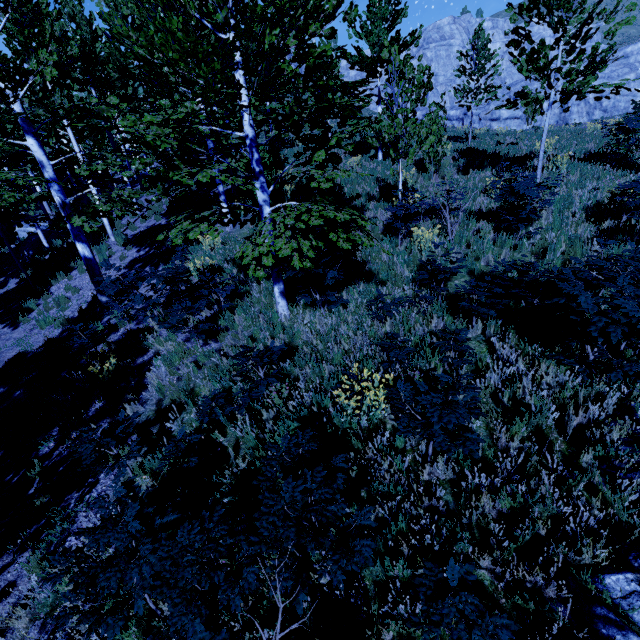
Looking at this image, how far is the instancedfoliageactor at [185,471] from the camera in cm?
423

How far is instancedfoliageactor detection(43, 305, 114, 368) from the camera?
7.1m

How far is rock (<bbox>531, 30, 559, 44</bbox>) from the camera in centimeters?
5659cm

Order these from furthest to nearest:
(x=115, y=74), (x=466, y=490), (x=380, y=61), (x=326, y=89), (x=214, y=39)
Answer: (x=115, y=74), (x=380, y=61), (x=214, y=39), (x=326, y=89), (x=466, y=490)

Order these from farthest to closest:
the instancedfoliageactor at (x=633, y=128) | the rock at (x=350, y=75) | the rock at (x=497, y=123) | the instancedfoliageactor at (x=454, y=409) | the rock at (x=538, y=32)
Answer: the rock at (x=538, y=32) → the rock at (x=350, y=75) → the rock at (x=497, y=123) → the instancedfoliageactor at (x=633, y=128) → the instancedfoliageactor at (x=454, y=409)

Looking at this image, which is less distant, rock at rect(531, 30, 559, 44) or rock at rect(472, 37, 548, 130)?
rock at rect(472, 37, 548, 130)

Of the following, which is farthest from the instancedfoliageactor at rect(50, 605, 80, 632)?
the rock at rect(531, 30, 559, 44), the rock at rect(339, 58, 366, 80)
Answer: the rock at rect(531, 30, 559, 44)

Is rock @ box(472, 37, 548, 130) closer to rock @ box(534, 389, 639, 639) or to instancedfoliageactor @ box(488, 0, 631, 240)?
instancedfoliageactor @ box(488, 0, 631, 240)
